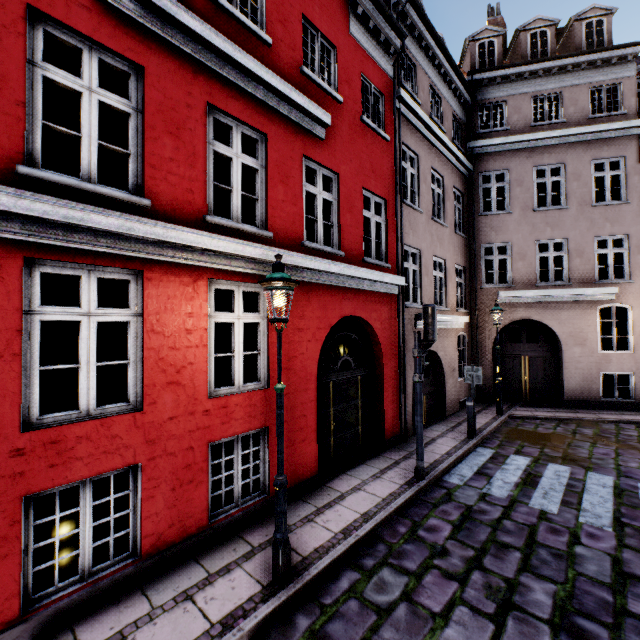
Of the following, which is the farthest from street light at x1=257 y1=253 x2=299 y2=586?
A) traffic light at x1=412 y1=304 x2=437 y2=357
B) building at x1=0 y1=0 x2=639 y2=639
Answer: traffic light at x1=412 y1=304 x2=437 y2=357

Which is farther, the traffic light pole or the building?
the traffic light pole

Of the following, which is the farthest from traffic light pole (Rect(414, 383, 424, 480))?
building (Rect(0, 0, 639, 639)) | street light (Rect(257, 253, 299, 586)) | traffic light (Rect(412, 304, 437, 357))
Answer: street light (Rect(257, 253, 299, 586))

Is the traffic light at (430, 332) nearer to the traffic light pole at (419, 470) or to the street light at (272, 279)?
the traffic light pole at (419, 470)

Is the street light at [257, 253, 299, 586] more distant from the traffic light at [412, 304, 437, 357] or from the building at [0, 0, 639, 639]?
the traffic light at [412, 304, 437, 357]

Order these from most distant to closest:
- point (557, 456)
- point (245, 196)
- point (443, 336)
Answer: point (443, 336) → point (557, 456) → point (245, 196)

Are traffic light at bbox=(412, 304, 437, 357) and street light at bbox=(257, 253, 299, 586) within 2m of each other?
no

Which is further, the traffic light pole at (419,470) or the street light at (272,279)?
the traffic light pole at (419,470)
